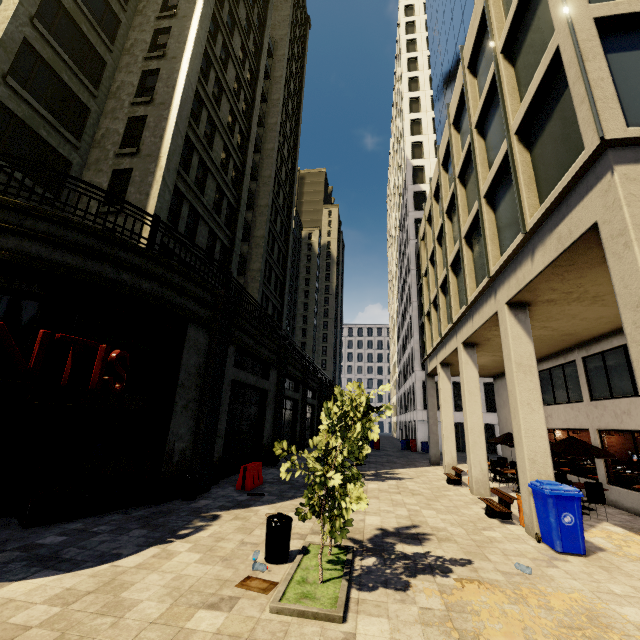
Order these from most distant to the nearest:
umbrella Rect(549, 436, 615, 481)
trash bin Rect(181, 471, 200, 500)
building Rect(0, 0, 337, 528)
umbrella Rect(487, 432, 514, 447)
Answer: umbrella Rect(487, 432, 514, 447), umbrella Rect(549, 436, 615, 481), trash bin Rect(181, 471, 200, 500), building Rect(0, 0, 337, 528)

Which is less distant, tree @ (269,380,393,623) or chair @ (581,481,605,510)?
tree @ (269,380,393,623)

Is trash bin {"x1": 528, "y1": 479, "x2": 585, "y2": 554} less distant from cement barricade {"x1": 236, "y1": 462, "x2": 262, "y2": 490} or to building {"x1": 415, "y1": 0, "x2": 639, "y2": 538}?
building {"x1": 415, "y1": 0, "x2": 639, "y2": 538}

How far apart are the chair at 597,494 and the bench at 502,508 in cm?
250

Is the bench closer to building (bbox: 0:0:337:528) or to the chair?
building (bbox: 0:0:337:528)

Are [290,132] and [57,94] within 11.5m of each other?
no

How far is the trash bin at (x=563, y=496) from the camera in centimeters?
683cm

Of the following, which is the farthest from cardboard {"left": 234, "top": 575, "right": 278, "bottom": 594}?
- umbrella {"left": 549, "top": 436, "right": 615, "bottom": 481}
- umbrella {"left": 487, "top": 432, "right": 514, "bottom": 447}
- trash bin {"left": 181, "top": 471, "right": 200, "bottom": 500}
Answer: umbrella {"left": 487, "top": 432, "right": 514, "bottom": 447}
